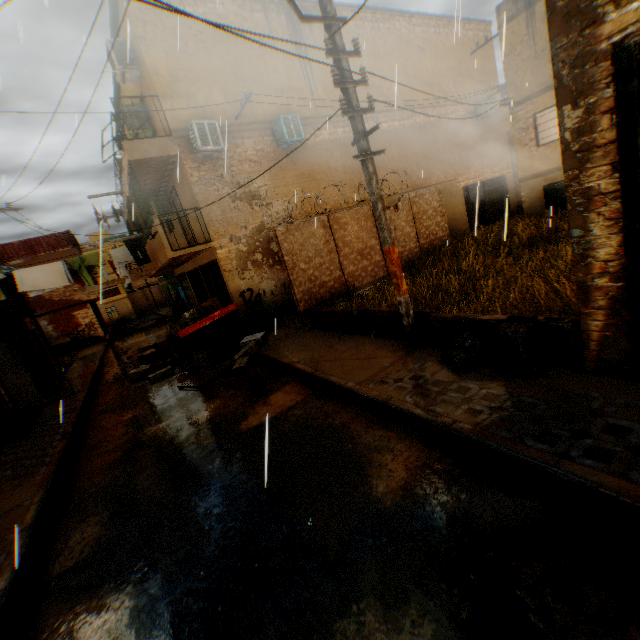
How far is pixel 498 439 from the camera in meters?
3.5 m

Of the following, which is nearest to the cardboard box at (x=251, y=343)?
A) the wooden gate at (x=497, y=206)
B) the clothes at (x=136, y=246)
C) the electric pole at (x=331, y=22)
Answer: the clothes at (x=136, y=246)

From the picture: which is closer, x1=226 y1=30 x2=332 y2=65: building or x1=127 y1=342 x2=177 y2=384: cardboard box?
x1=127 y1=342 x2=177 y2=384: cardboard box

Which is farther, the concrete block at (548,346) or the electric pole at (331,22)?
the electric pole at (331,22)

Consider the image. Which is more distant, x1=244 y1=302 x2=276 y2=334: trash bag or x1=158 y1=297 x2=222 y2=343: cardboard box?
x1=244 y1=302 x2=276 y2=334: trash bag

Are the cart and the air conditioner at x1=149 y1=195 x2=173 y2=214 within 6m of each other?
yes

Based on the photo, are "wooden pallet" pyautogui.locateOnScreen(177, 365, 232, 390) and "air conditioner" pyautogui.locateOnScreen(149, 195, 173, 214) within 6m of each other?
no

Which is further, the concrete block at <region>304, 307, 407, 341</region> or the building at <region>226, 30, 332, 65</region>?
the building at <region>226, 30, 332, 65</region>
